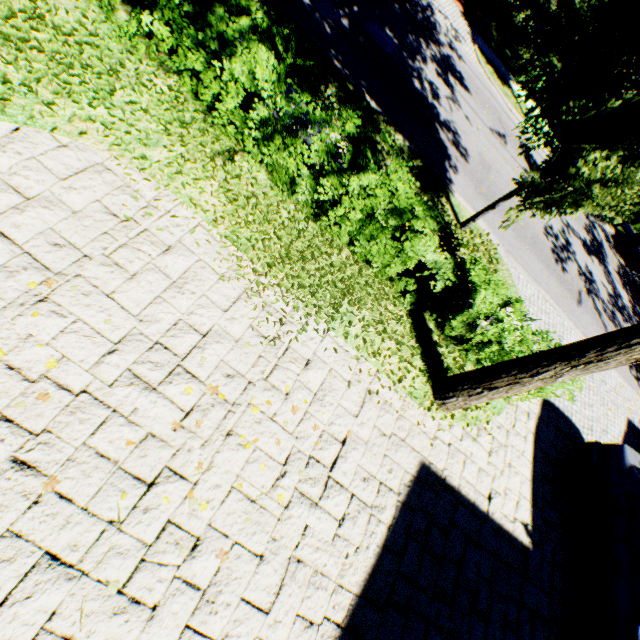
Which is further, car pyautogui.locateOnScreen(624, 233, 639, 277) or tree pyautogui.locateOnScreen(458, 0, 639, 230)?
car pyautogui.locateOnScreen(624, 233, 639, 277)

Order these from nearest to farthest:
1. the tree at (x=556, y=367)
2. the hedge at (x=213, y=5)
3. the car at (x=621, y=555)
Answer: the tree at (x=556, y=367)
the hedge at (x=213, y=5)
the car at (x=621, y=555)

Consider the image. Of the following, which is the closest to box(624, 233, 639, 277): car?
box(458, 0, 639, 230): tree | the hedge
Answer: box(458, 0, 639, 230): tree

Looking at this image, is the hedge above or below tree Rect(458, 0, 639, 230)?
below

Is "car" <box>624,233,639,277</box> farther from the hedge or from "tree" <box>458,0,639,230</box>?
the hedge

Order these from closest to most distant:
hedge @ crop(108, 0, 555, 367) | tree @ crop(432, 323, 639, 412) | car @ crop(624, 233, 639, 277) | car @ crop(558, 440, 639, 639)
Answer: tree @ crop(432, 323, 639, 412) → hedge @ crop(108, 0, 555, 367) → car @ crop(558, 440, 639, 639) → car @ crop(624, 233, 639, 277)

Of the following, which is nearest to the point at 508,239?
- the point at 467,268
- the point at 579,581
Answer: the point at 467,268

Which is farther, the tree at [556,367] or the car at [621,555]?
the car at [621,555]
